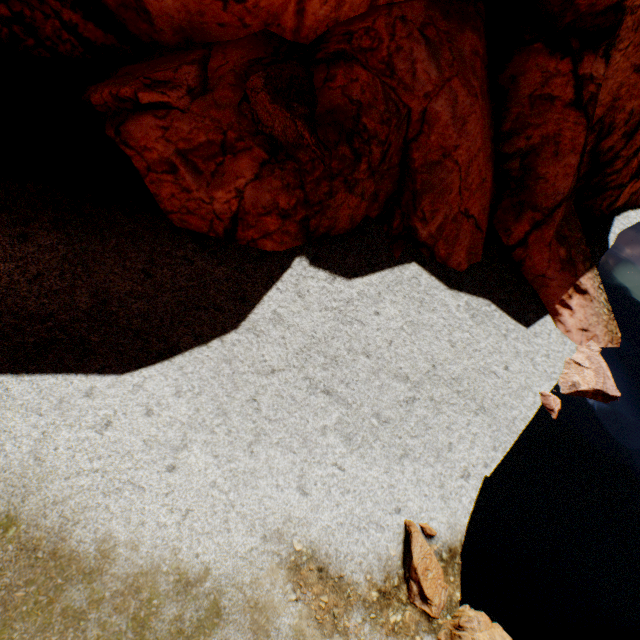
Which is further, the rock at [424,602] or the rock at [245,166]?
the rock at [245,166]

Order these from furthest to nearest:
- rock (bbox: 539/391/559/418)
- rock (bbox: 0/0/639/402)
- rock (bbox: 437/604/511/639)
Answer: rock (bbox: 539/391/559/418)
rock (bbox: 0/0/639/402)
rock (bbox: 437/604/511/639)

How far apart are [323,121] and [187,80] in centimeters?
343cm

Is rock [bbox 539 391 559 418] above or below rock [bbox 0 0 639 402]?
below

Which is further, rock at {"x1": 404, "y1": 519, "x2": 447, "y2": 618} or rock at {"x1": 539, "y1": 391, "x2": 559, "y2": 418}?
rock at {"x1": 539, "y1": 391, "x2": 559, "y2": 418}

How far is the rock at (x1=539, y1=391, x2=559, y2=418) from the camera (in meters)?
10.38
